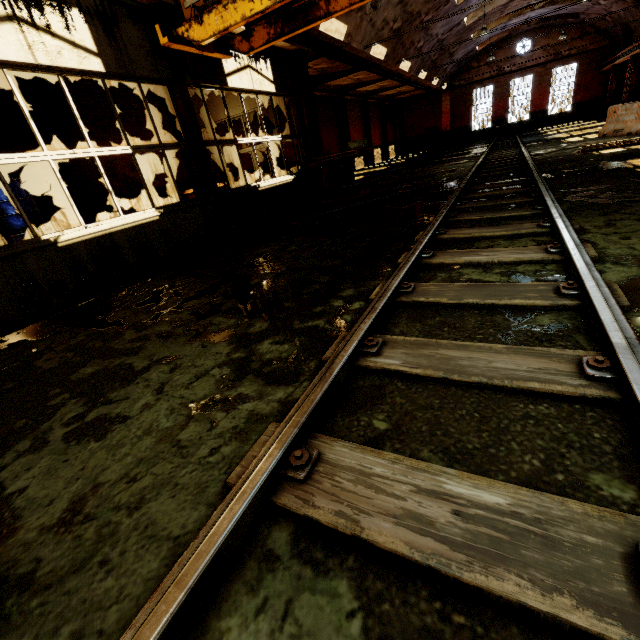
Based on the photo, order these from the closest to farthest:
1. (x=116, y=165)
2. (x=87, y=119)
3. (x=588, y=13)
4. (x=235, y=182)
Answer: (x=87, y=119) → (x=116, y=165) → (x=235, y=182) → (x=588, y=13)

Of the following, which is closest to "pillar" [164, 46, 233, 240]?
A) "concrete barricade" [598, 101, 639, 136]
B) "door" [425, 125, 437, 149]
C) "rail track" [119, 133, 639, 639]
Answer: Result: "rail track" [119, 133, 639, 639]

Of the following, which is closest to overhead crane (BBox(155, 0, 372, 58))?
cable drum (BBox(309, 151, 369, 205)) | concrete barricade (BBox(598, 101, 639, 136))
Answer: cable drum (BBox(309, 151, 369, 205))

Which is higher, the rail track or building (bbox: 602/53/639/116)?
building (bbox: 602/53/639/116)

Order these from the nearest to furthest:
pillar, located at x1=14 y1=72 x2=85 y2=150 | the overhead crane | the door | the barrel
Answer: the overhead crane, the barrel, pillar, located at x1=14 y1=72 x2=85 y2=150, the door

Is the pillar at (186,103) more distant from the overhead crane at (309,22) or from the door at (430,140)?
the door at (430,140)

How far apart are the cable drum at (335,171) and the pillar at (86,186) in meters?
6.2 m

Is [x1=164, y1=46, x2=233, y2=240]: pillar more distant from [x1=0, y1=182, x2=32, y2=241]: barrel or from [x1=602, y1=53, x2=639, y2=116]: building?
[x1=0, y1=182, x2=32, y2=241]: barrel
